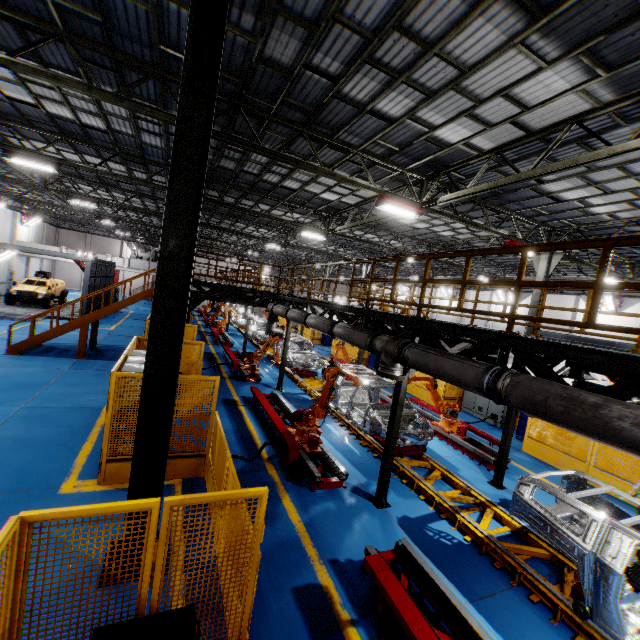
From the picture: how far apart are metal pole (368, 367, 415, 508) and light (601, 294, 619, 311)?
25.4m

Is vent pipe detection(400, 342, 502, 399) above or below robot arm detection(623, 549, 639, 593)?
above

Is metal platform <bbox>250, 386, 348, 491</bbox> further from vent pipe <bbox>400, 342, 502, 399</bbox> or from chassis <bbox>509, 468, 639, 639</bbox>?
vent pipe <bbox>400, 342, 502, 399</bbox>

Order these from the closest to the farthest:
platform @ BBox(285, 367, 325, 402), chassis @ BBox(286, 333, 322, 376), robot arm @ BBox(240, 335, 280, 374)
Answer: platform @ BBox(285, 367, 325, 402)
robot arm @ BBox(240, 335, 280, 374)
chassis @ BBox(286, 333, 322, 376)

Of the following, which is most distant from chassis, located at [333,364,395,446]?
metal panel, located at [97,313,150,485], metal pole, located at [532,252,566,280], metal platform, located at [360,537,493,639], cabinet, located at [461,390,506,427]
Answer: metal pole, located at [532,252,566,280]

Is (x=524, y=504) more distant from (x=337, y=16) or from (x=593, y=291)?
(x=337, y=16)

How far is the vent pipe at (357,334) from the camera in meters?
7.3

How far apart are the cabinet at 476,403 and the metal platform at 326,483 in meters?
9.1 m
